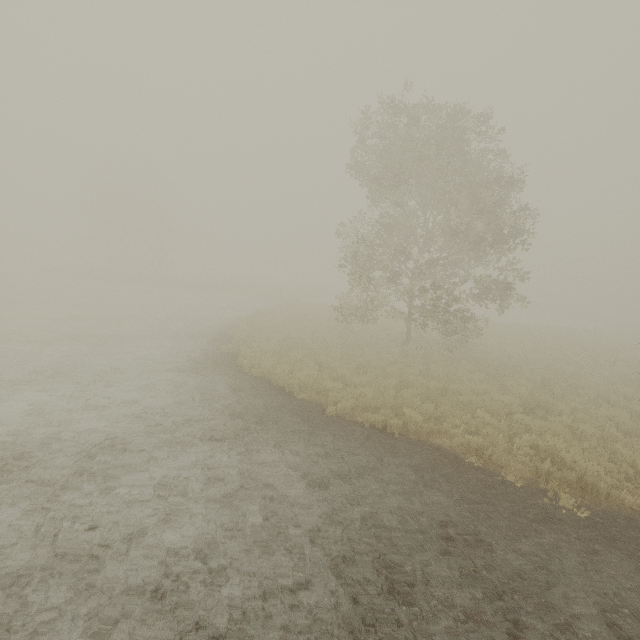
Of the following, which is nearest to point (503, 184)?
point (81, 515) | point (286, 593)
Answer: point (286, 593)
